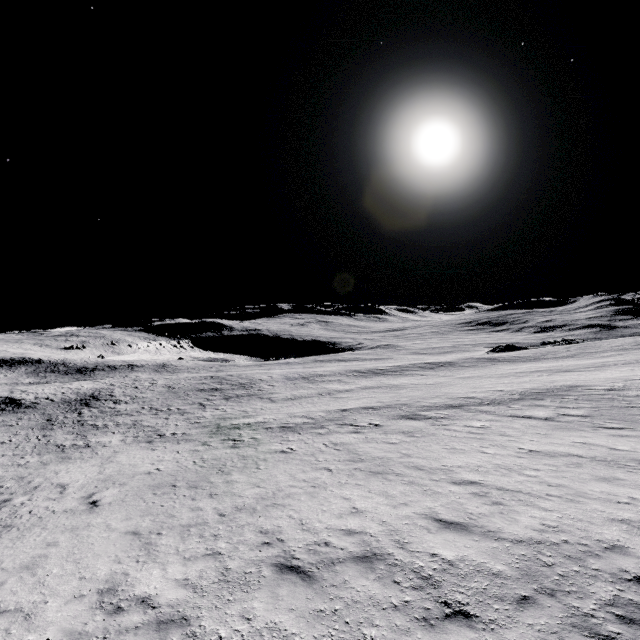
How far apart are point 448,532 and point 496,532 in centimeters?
111cm
